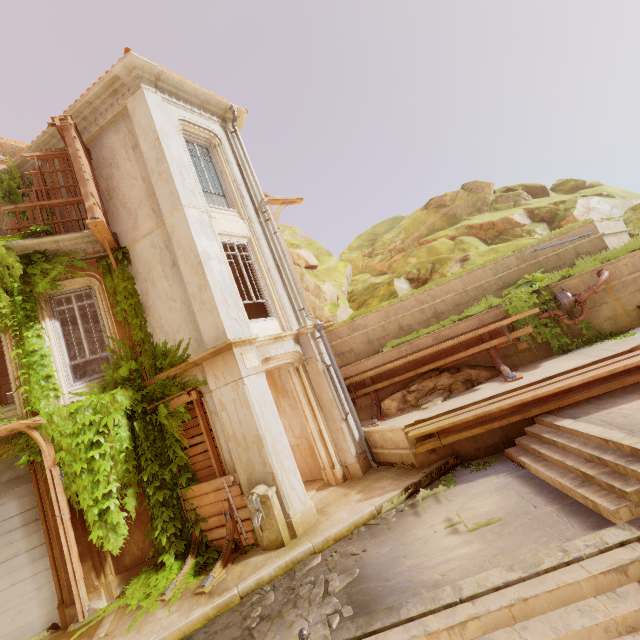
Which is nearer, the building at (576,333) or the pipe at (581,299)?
the pipe at (581,299)

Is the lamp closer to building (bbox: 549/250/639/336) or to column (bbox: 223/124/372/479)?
building (bbox: 549/250/639/336)

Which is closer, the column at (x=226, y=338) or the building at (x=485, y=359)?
the column at (x=226, y=338)

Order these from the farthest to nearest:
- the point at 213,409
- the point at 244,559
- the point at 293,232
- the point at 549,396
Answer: the point at 293,232 → the point at 213,409 → the point at 549,396 → the point at 244,559

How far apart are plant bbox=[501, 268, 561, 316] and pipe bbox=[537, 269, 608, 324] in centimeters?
1cm

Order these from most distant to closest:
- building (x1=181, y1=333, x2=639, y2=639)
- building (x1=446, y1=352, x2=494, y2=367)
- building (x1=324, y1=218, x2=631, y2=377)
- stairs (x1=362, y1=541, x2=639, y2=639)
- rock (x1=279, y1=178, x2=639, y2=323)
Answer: rock (x1=279, y1=178, x2=639, y2=323)
building (x1=324, y1=218, x2=631, y2=377)
building (x1=446, y1=352, x2=494, y2=367)
building (x1=181, y1=333, x2=639, y2=639)
stairs (x1=362, y1=541, x2=639, y2=639)

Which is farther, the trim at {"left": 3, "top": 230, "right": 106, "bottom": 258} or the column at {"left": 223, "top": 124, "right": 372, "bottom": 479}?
the column at {"left": 223, "top": 124, "right": 372, "bottom": 479}

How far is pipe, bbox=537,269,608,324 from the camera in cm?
866
